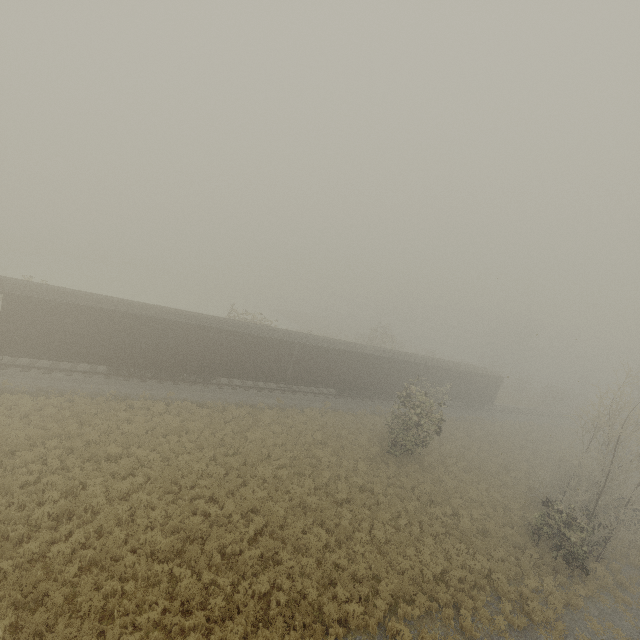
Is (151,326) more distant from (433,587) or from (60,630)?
(433,587)
